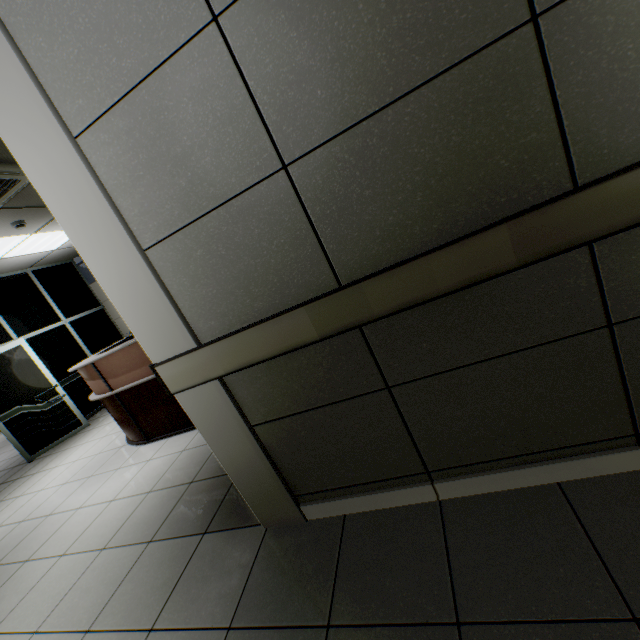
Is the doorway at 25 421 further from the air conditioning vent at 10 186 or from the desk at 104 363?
the air conditioning vent at 10 186

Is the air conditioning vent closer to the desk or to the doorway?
the desk

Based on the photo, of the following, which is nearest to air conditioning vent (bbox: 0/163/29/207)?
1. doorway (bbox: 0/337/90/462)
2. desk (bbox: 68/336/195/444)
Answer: desk (bbox: 68/336/195/444)

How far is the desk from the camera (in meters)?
3.50

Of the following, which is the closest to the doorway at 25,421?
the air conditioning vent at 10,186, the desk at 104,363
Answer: the desk at 104,363

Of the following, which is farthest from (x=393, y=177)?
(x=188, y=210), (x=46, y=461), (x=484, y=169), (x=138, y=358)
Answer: (x=46, y=461)
